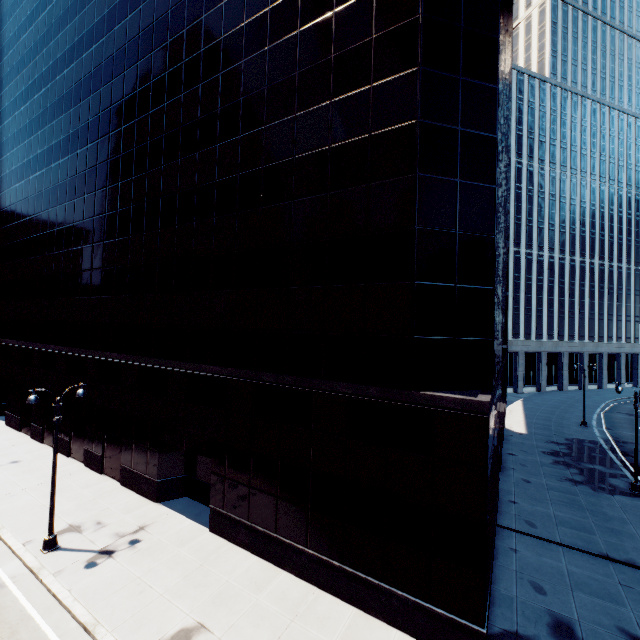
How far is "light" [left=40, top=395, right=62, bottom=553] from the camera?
14.73m

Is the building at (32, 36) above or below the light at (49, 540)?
above

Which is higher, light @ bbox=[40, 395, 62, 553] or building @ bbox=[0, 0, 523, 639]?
building @ bbox=[0, 0, 523, 639]

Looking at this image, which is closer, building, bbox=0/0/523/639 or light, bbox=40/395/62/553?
building, bbox=0/0/523/639

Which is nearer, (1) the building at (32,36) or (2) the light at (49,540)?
(1) the building at (32,36)

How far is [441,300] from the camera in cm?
1193
